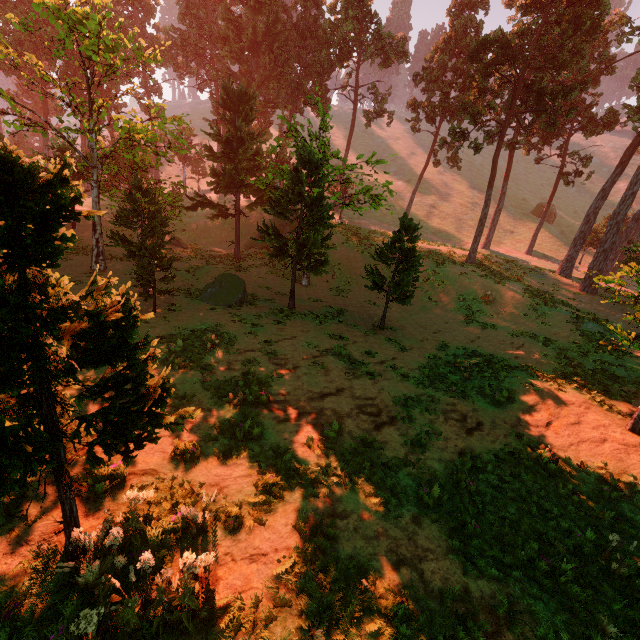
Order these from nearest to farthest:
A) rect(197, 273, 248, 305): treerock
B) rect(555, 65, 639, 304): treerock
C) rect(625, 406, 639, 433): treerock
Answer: rect(625, 406, 639, 433): treerock
rect(197, 273, 248, 305): treerock
rect(555, 65, 639, 304): treerock

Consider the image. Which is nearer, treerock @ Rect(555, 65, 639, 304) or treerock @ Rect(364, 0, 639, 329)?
treerock @ Rect(364, 0, 639, 329)

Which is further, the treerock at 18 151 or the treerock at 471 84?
the treerock at 471 84

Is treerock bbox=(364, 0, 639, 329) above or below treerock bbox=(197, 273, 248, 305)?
above

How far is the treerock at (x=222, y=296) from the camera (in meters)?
18.42

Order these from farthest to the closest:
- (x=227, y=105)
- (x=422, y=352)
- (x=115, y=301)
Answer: (x=227, y=105)
(x=422, y=352)
(x=115, y=301)
